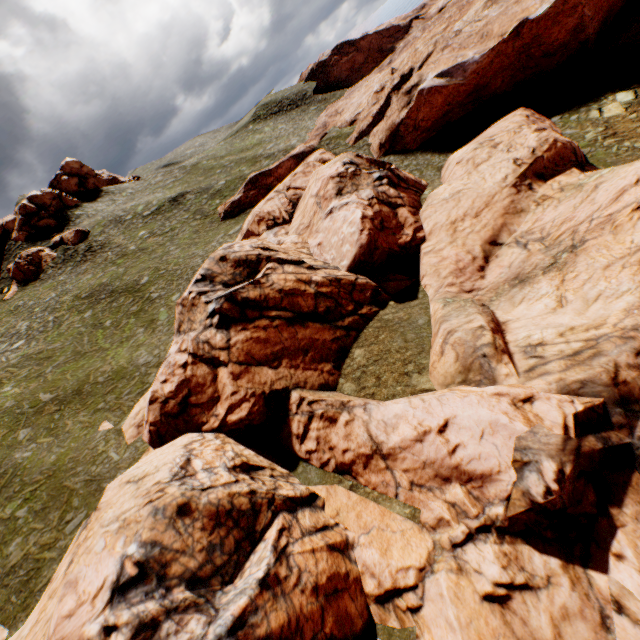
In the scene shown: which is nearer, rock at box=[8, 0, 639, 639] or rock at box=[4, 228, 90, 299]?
rock at box=[8, 0, 639, 639]

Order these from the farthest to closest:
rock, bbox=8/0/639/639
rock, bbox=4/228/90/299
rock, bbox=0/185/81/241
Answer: rock, bbox=0/185/81/241 < rock, bbox=4/228/90/299 < rock, bbox=8/0/639/639

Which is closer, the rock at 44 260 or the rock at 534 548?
the rock at 534 548

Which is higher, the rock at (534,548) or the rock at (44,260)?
the rock at (44,260)

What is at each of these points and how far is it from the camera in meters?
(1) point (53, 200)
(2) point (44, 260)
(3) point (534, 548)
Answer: (1) rock, 53.4
(2) rock, 48.0
(3) rock, 11.4

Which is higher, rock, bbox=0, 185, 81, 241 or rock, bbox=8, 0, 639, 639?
rock, bbox=0, 185, 81, 241

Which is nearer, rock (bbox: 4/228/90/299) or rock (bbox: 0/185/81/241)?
rock (bbox: 4/228/90/299)
